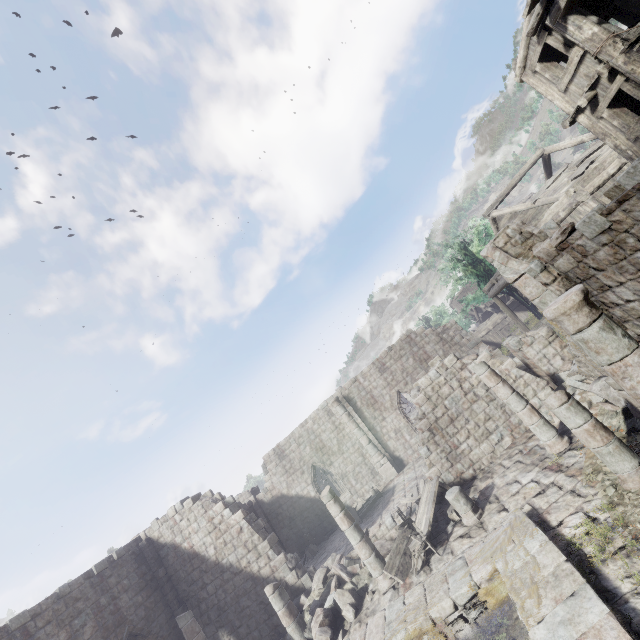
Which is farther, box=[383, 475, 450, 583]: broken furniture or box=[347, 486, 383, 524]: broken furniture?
box=[347, 486, 383, 524]: broken furniture

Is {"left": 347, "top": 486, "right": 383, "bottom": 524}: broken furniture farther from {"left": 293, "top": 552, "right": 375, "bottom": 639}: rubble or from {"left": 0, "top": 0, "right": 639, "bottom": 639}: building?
{"left": 293, "top": 552, "right": 375, "bottom": 639}: rubble

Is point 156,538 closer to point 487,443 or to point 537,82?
point 487,443

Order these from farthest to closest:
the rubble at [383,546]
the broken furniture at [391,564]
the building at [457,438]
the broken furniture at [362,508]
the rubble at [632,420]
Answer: the broken furniture at [362,508]
the rubble at [383,546]
the broken furniture at [391,564]
the rubble at [632,420]
the building at [457,438]

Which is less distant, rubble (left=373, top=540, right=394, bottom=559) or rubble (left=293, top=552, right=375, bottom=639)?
rubble (left=293, top=552, right=375, bottom=639)

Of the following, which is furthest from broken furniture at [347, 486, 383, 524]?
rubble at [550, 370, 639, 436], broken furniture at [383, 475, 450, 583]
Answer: rubble at [550, 370, 639, 436]

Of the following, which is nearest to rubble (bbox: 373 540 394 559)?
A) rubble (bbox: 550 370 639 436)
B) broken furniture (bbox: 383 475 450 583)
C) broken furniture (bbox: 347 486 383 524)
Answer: broken furniture (bbox: 383 475 450 583)

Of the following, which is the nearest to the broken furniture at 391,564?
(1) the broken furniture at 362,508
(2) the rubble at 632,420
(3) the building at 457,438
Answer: (3) the building at 457,438
